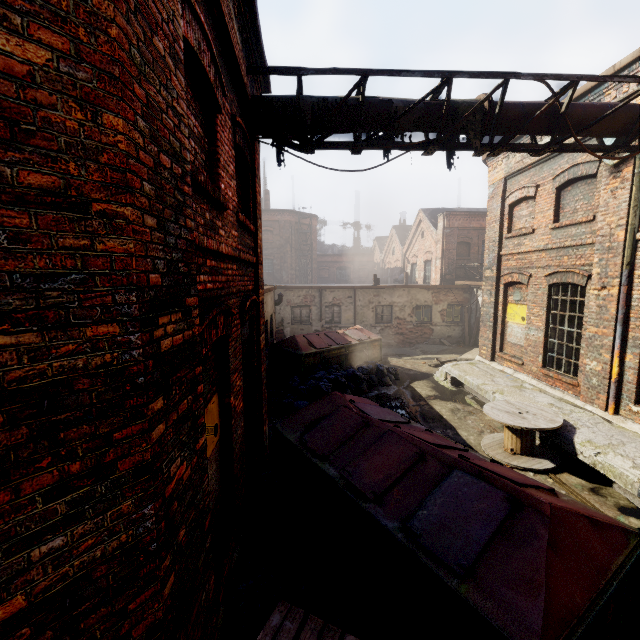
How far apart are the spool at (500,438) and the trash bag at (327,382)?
3.9 meters

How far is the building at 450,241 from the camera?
20.91m

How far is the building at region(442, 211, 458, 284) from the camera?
20.9m

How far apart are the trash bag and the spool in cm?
391

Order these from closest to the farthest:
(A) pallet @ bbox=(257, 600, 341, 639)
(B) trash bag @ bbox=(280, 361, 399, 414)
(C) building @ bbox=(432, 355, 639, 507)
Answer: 1. (A) pallet @ bbox=(257, 600, 341, 639)
2. (C) building @ bbox=(432, 355, 639, 507)
3. (B) trash bag @ bbox=(280, 361, 399, 414)

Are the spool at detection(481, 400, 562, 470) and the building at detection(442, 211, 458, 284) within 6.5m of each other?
no

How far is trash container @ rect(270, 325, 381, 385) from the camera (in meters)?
11.73

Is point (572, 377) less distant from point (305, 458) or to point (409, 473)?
point (409, 473)
